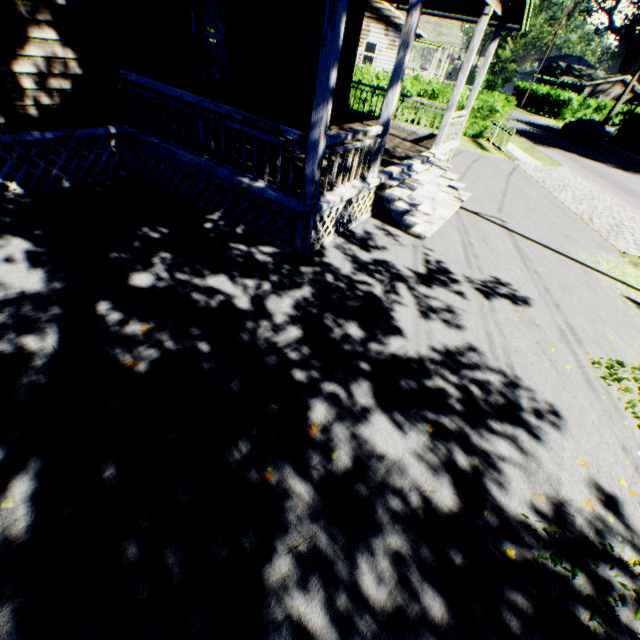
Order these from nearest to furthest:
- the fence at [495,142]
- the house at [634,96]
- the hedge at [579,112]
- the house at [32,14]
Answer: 1. the house at [32,14]
2. the fence at [495,142]
3. the hedge at [579,112]
4. the house at [634,96]

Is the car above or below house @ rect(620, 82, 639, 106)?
below

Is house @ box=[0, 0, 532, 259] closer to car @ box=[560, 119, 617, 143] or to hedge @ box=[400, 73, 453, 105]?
hedge @ box=[400, 73, 453, 105]

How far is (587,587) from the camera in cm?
285

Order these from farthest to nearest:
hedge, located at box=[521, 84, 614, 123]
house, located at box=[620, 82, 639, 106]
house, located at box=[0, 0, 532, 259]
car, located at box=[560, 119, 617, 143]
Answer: house, located at box=[620, 82, 639, 106], hedge, located at box=[521, 84, 614, 123], car, located at box=[560, 119, 617, 143], house, located at box=[0, 0, 532, 259]

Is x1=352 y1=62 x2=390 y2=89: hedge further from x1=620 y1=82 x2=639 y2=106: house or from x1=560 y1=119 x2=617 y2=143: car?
x1=620 y1=82 x2=639 y2=106: house

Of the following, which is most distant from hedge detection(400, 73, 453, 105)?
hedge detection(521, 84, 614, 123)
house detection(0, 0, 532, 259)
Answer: hedge detection(521, 84, 614, 123)

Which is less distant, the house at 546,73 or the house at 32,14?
the house at 32,14
